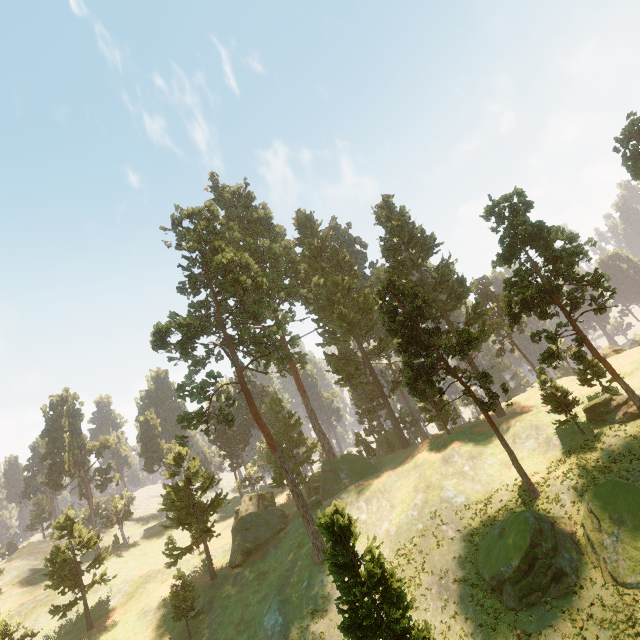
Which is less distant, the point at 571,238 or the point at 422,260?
the point at 571,238

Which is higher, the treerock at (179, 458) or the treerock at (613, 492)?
the treerock at (179, 458)

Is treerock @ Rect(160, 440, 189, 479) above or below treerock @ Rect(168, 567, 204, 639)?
above

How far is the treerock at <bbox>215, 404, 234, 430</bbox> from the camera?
36.1 meters

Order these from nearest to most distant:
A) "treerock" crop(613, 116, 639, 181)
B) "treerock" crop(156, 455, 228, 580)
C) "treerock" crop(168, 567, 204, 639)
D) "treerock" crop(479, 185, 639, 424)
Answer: "treerock" crop(479, 185, 639, 424)
"treerock" crop(168, 567, 204, 639)
"treerock" crop(613, 116, 639, 181)
"treerock" crop(156, 455, 228, 580)

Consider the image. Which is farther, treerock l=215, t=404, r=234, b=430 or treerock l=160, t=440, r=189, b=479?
treerock l=160, t=440, r=189, b=479

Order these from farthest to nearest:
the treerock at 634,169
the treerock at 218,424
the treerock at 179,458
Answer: the treerock at 179,458 < the treerock at 218,424 < the treerock at 634,169
